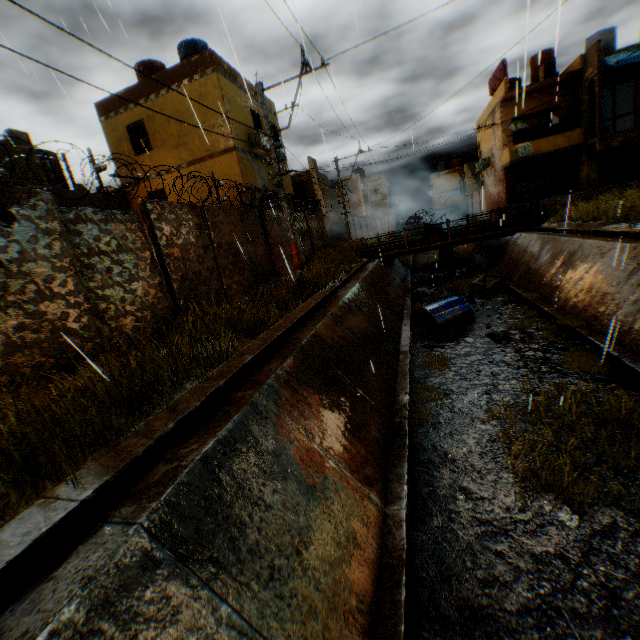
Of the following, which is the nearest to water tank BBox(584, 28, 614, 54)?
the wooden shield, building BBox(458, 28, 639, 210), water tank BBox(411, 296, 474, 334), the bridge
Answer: building BBox(458, 28, 639, 210)

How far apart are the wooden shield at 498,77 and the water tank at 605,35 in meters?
4.9

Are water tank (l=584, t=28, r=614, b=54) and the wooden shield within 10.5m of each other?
yes

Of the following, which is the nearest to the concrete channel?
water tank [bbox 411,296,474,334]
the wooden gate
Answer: water tank [bbox 411,296,474,334]

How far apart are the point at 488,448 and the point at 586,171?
27.64m

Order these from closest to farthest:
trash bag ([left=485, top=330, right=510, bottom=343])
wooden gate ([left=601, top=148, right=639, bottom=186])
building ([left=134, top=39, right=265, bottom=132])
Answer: trash bag ([left=485, top=330, right=510, bottom=343]) → building ([left=134, top=39, right=265, bottom=132]) → wooden gate ([left=601, top=148, right=639, bottom=186])

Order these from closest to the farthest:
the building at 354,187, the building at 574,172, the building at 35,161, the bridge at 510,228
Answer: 1. the building at 35,161
2. the bridge at 510,228
3. the building at 574,172
4. the building at 354,187

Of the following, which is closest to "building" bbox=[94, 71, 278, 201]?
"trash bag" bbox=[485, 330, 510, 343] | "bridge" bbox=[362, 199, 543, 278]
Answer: "bridge" bbox=[362, 199, 543, 278]
